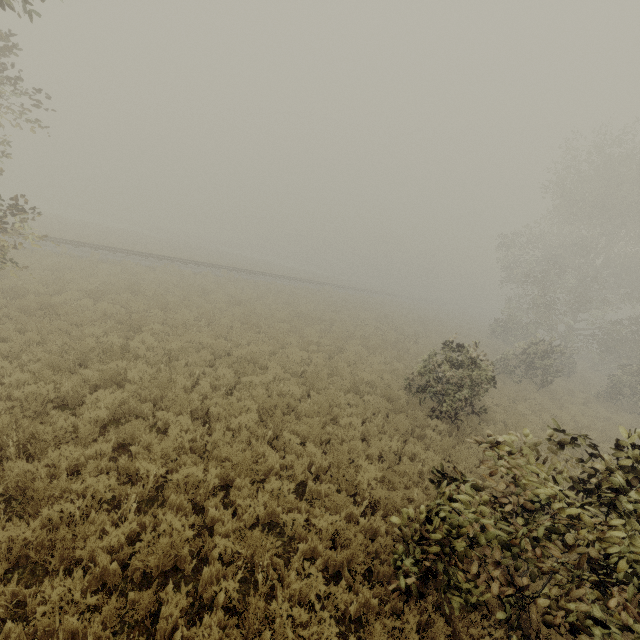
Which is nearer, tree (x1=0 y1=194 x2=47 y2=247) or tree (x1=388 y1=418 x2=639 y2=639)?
tree (x1=388 y1=418 x2=639 y2=639)

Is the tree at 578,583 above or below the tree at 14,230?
below

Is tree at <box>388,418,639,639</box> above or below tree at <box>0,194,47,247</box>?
below

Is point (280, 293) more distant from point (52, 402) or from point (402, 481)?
point (402, 481)

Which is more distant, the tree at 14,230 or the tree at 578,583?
the tree at 14,230
